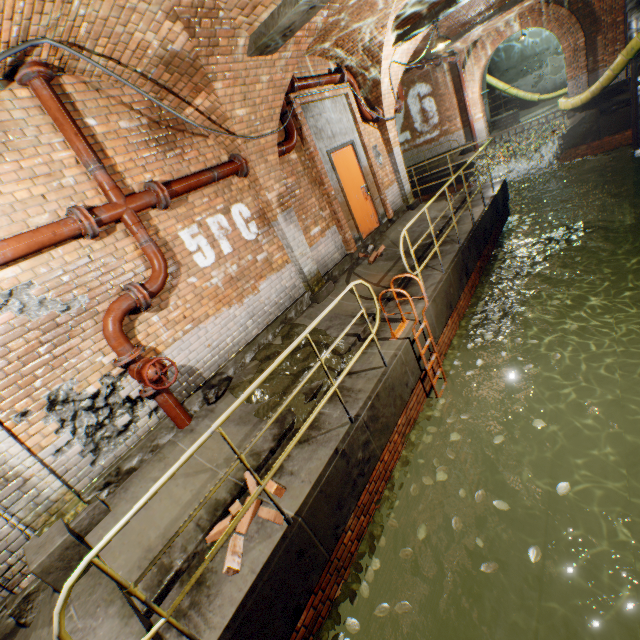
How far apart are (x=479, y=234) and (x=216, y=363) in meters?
6.8

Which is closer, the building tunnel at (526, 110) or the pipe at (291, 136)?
the pipe at (291, 136)

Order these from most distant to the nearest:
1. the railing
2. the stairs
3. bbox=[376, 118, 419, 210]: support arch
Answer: the stairs
bbox=[376, 118, 419, 210]: support arch
the railing

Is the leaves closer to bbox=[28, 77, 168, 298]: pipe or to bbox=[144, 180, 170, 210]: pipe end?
bbox=[28, 77, 168, 298]: pipe

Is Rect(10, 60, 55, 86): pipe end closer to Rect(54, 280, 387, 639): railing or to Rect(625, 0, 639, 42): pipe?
Rect(54, 280, 387, 639): railing

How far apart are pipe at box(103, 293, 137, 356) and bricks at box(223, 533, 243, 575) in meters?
2.0 m

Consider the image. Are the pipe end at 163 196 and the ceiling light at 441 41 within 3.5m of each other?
no

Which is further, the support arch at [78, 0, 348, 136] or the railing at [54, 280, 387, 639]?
the support arch at [78, 0, 348, 136]
